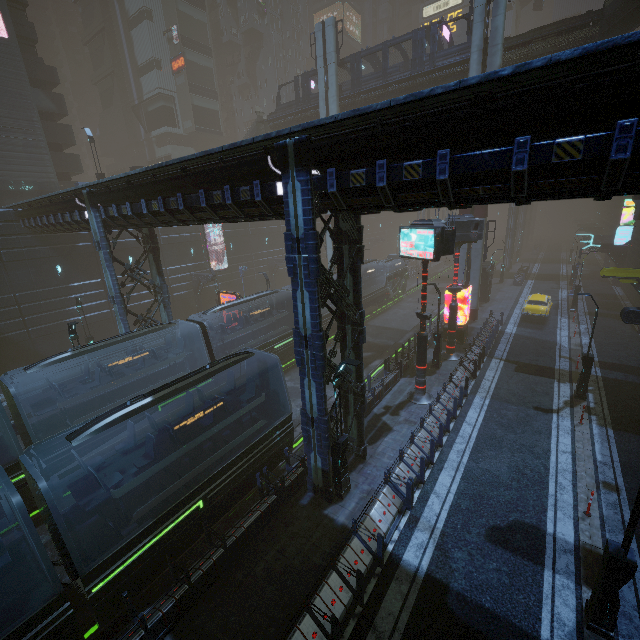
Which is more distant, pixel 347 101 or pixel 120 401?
pixel 347 101

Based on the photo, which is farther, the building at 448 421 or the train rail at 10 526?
the train rail at 10 526

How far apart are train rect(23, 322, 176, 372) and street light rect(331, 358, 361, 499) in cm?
1067

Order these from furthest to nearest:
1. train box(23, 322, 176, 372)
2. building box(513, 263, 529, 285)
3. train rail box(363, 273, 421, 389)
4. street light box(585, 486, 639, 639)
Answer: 1. building box(513, 263, 529, 285)
2. train rail box(363, 273, 421, 389)
3. train box(23, 322, 176, 372)
4. street light box(585, 486, 639, 639)

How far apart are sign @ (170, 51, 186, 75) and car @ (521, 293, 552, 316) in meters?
55.9

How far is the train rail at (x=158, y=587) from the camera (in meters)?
9.82

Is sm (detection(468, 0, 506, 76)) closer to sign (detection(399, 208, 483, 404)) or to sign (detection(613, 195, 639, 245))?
sign (detection(399, 208, 483, 404))

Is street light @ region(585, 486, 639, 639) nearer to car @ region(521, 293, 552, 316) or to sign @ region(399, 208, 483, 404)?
sign @ region(399, 208, 483, 404)
